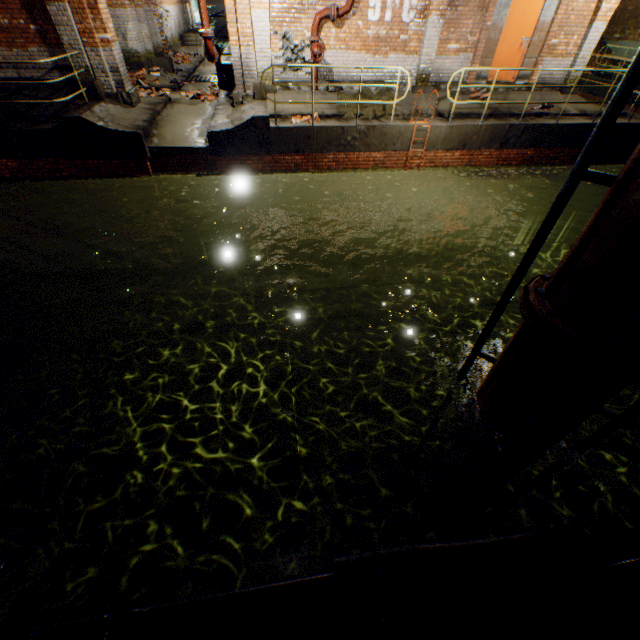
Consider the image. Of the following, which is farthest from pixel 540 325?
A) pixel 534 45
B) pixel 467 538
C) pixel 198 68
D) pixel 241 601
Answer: pixel 198 68

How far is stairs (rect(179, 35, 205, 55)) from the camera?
19.53m

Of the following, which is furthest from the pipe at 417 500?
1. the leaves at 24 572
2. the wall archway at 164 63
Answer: the wall archway at 164 63

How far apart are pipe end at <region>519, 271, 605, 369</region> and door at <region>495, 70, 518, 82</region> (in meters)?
10.75

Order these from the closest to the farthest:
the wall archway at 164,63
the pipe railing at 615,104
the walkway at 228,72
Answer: the pipe railing at 615,104 < the walkway at 228,72 < the wall archway at 164,63

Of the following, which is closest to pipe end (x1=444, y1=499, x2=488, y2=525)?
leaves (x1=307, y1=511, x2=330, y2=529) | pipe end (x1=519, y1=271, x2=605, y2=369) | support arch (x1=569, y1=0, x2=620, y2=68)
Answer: leaves (x1=307, y1=511, x2=330, y2=529)

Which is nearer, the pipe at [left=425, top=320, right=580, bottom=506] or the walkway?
the pipe at [left=425, top=320, right=580, bottom=506]

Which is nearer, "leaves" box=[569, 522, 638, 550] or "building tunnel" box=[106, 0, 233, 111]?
"leaves" box=[569, 522, 638, 550]
